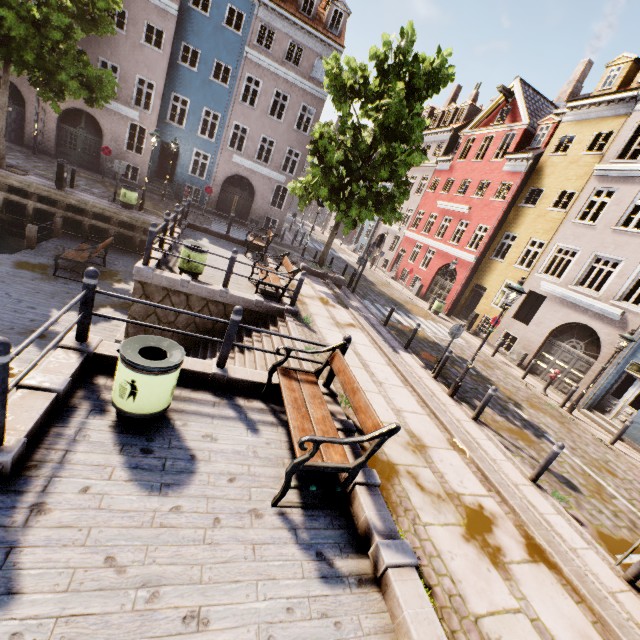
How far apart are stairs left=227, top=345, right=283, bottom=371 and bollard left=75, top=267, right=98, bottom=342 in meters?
2.4

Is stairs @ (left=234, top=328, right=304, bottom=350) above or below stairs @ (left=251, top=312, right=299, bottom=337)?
below

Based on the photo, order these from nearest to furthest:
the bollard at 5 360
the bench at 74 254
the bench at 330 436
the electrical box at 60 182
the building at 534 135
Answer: the bollard at 5 360
the bench at 330 436
the bench at 74 254
the electrical box at 60 182
the building at 534 135

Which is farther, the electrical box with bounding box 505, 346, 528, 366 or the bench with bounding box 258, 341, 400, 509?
the electrical box with bounding box 505, 346, 528, 366

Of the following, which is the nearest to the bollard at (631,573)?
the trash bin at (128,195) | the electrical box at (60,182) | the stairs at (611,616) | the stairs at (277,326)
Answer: the stairs at (611,616)

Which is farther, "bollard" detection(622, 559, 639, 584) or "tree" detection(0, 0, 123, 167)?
"tree" detection(0, 0, 123, 167)

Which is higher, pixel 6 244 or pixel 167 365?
pixel 167 365

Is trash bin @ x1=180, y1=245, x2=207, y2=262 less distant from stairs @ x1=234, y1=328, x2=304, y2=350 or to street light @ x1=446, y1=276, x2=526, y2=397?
stairs @ x1=234, y1=328, x2=304, y2=350
